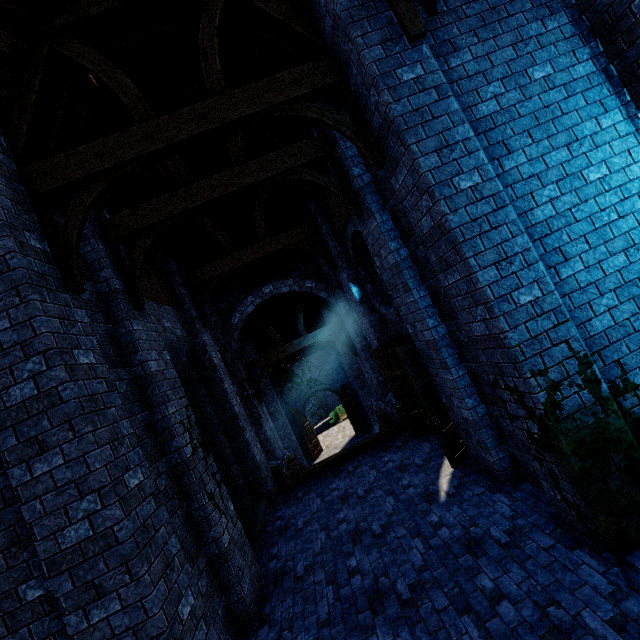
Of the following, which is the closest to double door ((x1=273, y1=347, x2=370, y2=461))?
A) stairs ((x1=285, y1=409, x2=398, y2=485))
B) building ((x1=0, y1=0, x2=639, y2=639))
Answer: building ((x1=0, y1=0, x2=639, y2=639))

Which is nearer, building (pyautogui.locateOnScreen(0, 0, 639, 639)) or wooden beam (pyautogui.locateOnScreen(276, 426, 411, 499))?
building (pyautogui.locateOnScreen(0, 0, 639, 639))

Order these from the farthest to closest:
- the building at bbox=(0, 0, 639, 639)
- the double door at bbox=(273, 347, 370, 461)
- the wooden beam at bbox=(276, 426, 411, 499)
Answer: the double door at bbox=(273, 347, 370, 461), the wooden beam at bbox=(276, 426, 411, 499), the building at bbox=(0, 0, 639, 639)

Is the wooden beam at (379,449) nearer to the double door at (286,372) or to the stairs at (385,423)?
the stairs at (385,423)

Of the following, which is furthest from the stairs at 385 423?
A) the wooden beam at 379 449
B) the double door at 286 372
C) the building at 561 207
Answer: the double door at 286 372

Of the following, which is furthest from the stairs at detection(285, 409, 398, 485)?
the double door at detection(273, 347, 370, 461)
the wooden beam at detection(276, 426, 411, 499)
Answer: the double door at detection(273, 347, 370, 461)

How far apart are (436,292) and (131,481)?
4.9m
